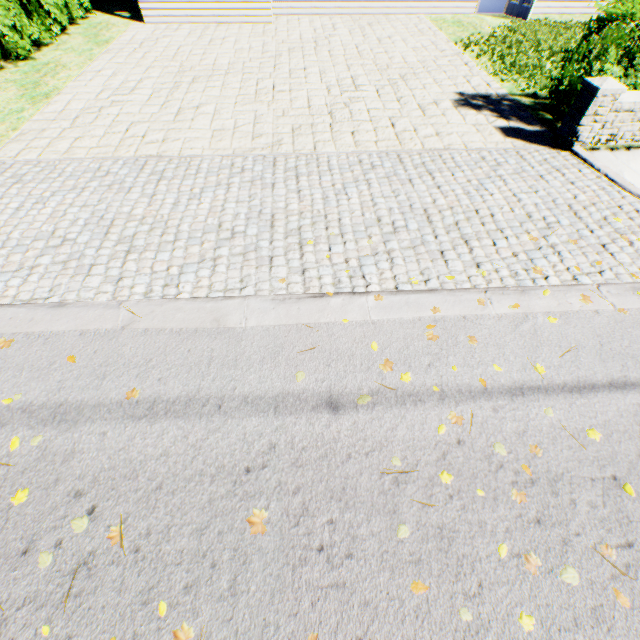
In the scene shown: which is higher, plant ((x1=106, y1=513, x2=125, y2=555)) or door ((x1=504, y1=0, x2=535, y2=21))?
door ((x1=504, y1=0, x2=535, y2=21))

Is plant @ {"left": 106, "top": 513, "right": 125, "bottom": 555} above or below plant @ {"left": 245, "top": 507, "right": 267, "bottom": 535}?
above

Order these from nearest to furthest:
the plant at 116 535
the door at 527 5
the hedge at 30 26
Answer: the plant at 116 535, the hedge at 30 26, the door at 527 5

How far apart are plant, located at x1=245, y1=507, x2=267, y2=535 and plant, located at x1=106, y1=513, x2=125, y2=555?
0.8m

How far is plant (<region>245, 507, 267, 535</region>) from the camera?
2.3m

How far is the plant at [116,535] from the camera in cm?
223

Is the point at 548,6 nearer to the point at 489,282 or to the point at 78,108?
the point at 489,282

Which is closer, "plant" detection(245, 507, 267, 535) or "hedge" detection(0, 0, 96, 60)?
"plant" detection(245, 507, 267, 535)
